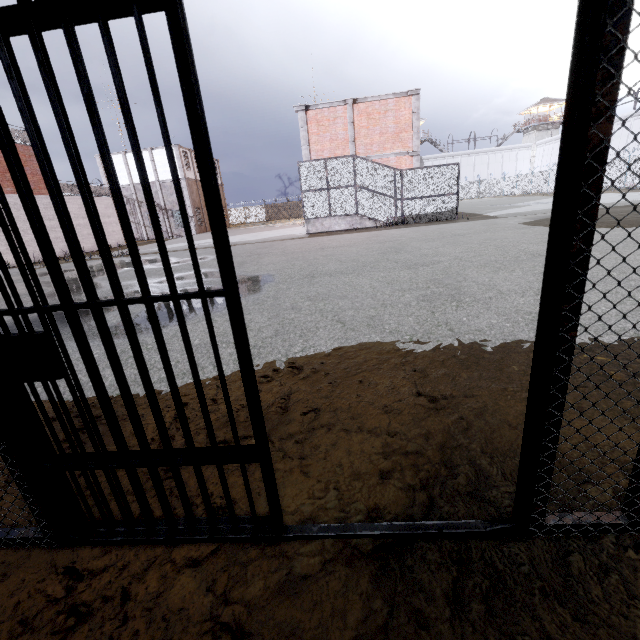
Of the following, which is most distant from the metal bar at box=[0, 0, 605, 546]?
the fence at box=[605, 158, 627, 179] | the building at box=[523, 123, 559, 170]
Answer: the building at box=[523, 123, 559, 170]

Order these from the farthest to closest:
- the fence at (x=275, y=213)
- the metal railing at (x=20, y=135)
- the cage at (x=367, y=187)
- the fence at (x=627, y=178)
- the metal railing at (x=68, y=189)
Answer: the fence at (x=275, y=213) → the fence at (x=627, y=178) → the metal railing at (x=68, y=189) → the metal railing at (x=20, y=135) → the cage at (x=367, y=187)

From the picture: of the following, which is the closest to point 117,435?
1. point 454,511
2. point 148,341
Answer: point 454,511

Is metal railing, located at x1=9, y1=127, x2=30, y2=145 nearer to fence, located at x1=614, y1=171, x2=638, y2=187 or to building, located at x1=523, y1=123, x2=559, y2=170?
fence, located at x1=614, y1=171, x2=638, y2=187

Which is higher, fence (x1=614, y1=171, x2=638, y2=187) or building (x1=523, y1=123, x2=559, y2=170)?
building (x1=523, y1=123, x2=559, y2=170)

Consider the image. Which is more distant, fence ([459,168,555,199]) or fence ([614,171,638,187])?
fence ([459,168,555,199])

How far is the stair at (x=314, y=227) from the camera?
18.1m

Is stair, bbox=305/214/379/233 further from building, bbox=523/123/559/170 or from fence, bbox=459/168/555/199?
building, bbox=523/123/559/170
